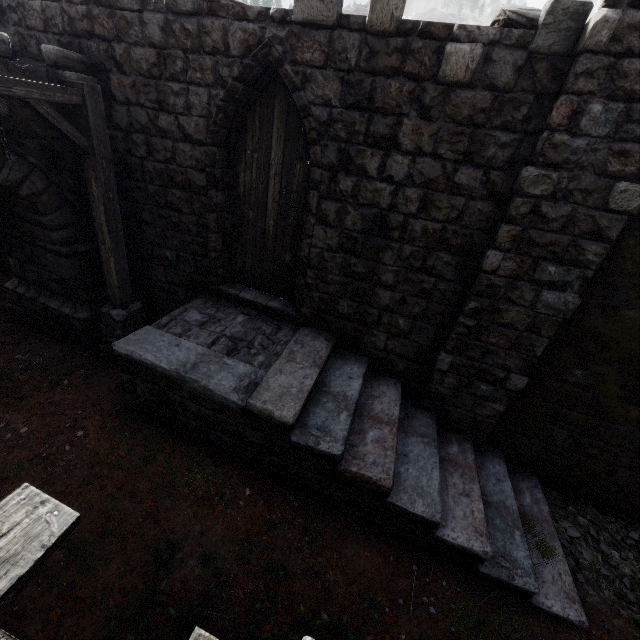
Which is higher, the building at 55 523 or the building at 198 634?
the building at 55 523

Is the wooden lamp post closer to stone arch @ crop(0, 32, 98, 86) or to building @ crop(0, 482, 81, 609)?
stone arch @ crop(0, 32, 98, 86)

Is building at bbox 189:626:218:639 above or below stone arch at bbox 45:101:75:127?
below

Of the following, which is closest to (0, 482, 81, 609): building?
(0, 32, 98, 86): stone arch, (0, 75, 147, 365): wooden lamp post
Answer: (0, 32, 98, 86): stone arch

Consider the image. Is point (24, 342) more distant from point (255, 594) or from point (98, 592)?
point (255, 594)

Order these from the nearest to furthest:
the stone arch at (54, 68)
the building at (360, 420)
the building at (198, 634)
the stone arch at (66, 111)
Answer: the building at (198, 634) → the building at (360, 420) → the stone arch at (54, 68) → the stone arch at (66, 111)
